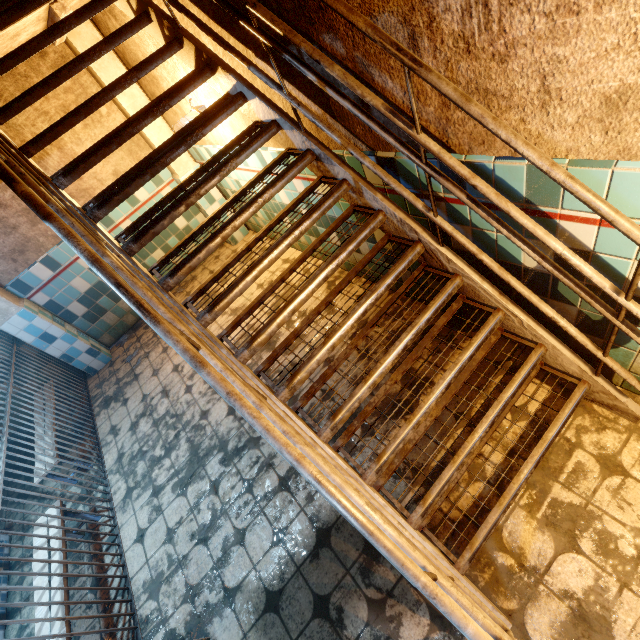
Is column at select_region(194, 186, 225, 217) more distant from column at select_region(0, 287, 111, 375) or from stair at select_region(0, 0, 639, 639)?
column at select_region(0, 287, 111, 375)

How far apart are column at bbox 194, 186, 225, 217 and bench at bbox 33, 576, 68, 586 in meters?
4.2 m

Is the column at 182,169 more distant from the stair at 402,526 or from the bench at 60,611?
the bench at 60,611

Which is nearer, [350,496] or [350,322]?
[350,496]

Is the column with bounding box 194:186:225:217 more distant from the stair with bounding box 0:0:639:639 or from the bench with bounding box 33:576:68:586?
the bench with bounding box 33:576:68:586

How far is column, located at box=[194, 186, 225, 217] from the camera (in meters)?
4.78

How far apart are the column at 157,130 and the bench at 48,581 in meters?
4.2 m

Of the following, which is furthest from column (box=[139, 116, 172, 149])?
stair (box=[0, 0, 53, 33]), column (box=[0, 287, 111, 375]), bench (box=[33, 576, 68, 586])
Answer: bench (box=[33, 576, 68, 586])
